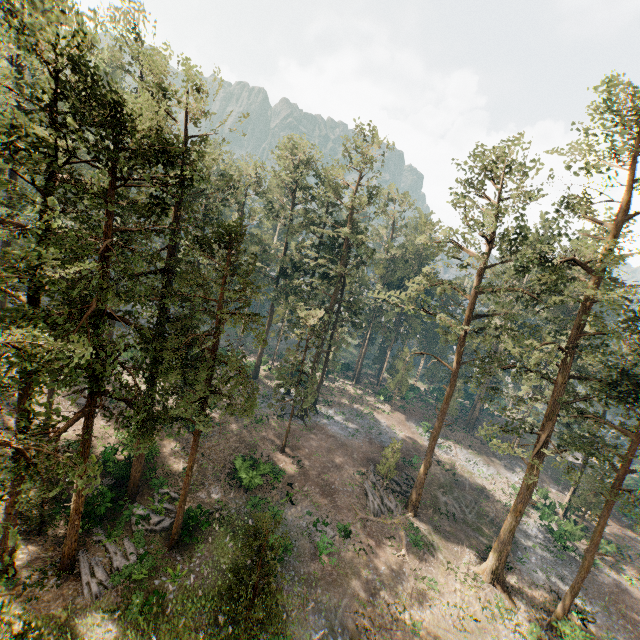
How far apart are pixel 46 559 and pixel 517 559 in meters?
37.8
